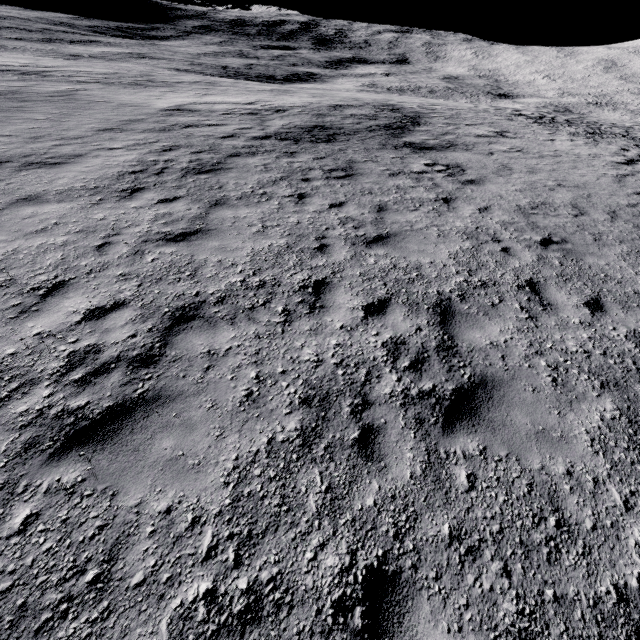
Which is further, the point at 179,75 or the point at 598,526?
the point at 179,75
